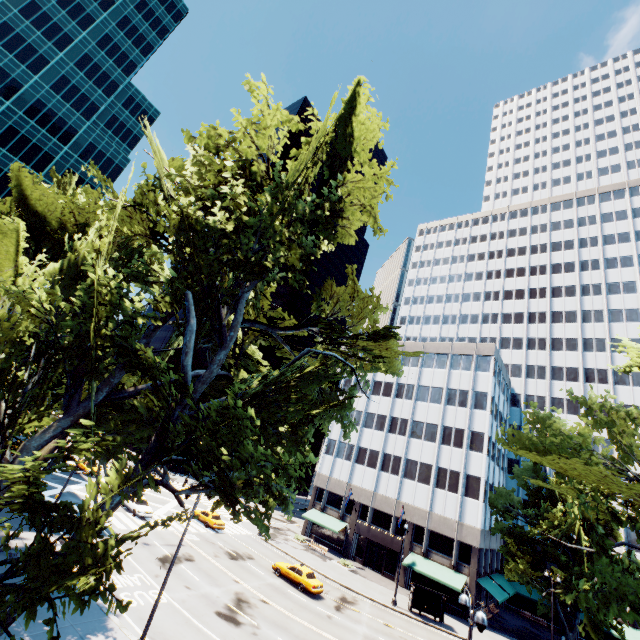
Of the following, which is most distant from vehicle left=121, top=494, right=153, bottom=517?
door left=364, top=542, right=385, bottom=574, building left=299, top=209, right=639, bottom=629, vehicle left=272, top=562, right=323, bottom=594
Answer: door left=364, top=542, right=385, bottom=574

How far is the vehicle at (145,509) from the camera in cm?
3353

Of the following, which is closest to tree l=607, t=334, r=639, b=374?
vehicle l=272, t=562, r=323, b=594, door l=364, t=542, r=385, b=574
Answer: door l=364, t=542, r=385, b=574

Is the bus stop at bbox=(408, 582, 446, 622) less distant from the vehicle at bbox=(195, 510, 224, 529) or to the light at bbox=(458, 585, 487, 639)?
the light at bbox=(458, 585, 487, 639)

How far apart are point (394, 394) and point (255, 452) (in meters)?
46.16

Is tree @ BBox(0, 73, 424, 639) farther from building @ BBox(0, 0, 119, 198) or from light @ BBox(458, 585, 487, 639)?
building @ BBox(0, 0, 119, 198)

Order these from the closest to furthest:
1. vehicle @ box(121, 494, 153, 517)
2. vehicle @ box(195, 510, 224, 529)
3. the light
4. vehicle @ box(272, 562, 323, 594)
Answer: the light < vehicle @ box(272, 562, 323, 594) < vehicle @ box(121, 494, 153, 517) < vehicle @ box(195, 510, 224, 529)

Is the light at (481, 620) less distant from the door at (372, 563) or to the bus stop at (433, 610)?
the bus stop at (433, 610)
